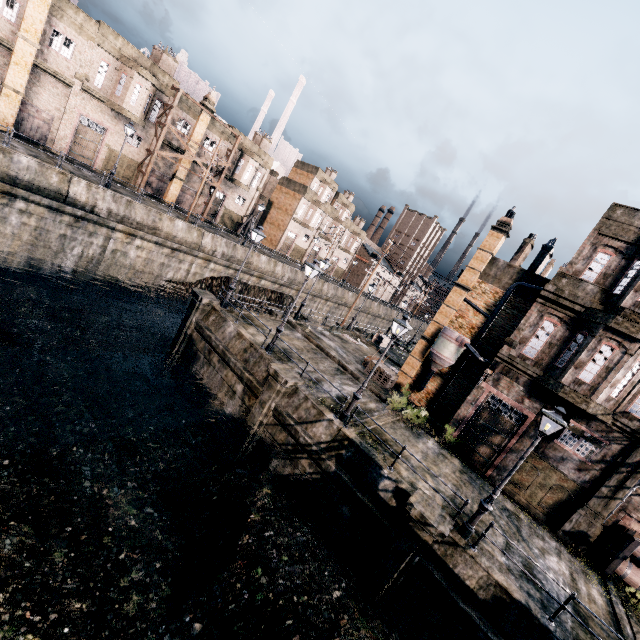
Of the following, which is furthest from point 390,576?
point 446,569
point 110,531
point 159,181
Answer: point 159,181

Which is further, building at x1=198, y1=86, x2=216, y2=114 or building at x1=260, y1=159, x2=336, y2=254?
building at x1=260, y1=159, x2=336, y2=254

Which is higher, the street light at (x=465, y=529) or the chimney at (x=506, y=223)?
the chimney at (x=506, y=223)

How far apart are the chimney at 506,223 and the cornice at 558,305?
5.9 meters

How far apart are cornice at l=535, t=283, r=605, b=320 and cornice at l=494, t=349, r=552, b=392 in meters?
3.2

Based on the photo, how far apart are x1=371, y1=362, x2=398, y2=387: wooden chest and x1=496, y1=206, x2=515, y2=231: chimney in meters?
13.0

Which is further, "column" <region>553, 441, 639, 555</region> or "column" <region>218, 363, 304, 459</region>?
"column" <region>218, 363, 304, 459</region>
